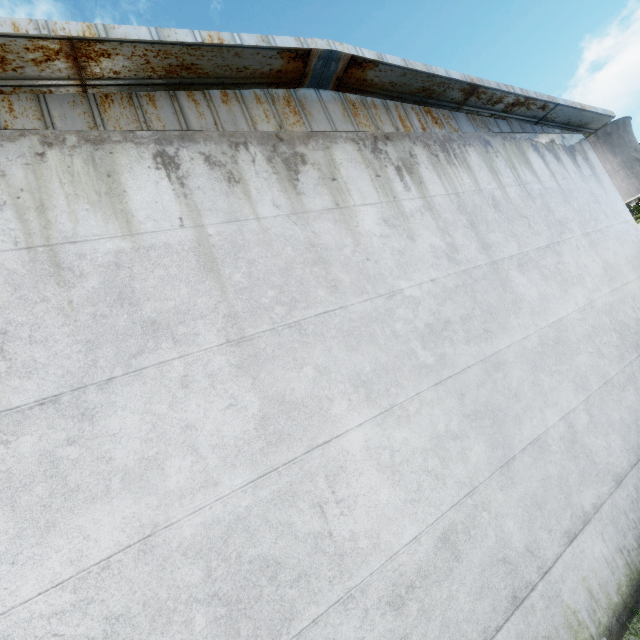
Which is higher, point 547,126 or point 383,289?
point 547,126
